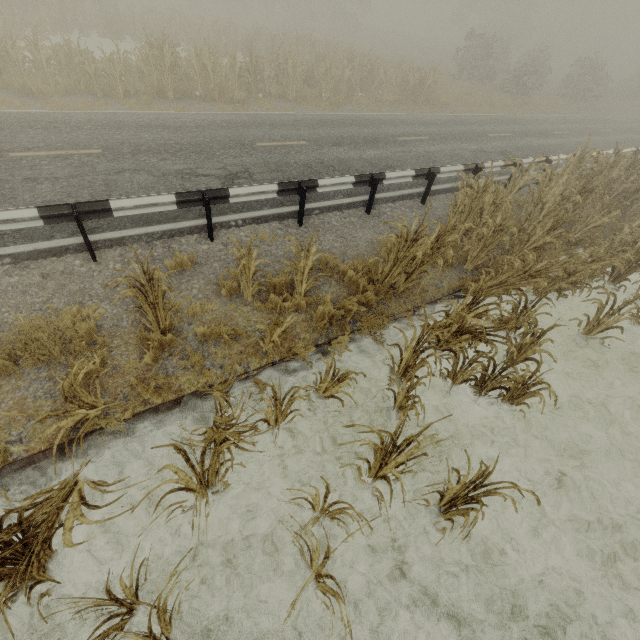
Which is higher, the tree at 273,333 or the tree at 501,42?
the tree at 501,42

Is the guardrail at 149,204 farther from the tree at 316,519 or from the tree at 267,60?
the tree at 267,60

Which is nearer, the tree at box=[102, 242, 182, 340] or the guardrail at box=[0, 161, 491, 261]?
the tree at box=[102, 242, 182, 340]

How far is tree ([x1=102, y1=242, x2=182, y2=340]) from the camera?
3.7 meters

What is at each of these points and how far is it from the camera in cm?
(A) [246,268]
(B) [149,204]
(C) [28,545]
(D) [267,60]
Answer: (A) tree, 477
(B) guardrail, 556
(C) tree, 268
(D) tree, 1667

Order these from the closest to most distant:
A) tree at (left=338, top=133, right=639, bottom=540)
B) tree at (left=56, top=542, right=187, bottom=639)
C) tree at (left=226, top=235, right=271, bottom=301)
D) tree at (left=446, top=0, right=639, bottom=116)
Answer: tree at (left=56, top=542, right=187, bottom=639), tree at (left=338, top=133, right=639, bottom=540), tree at (left=226, top=235, right=271, bottom=301), tree at (left=446, top=0, right=639, bottom=116)

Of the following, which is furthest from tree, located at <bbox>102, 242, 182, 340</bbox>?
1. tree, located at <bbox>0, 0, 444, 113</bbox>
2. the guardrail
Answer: tree, located at <bbox>0, 0, 444, 113</bbox>

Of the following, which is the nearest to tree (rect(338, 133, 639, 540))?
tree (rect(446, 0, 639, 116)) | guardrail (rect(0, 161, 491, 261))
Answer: guardrail (rect(0, 161, 491, 261))
